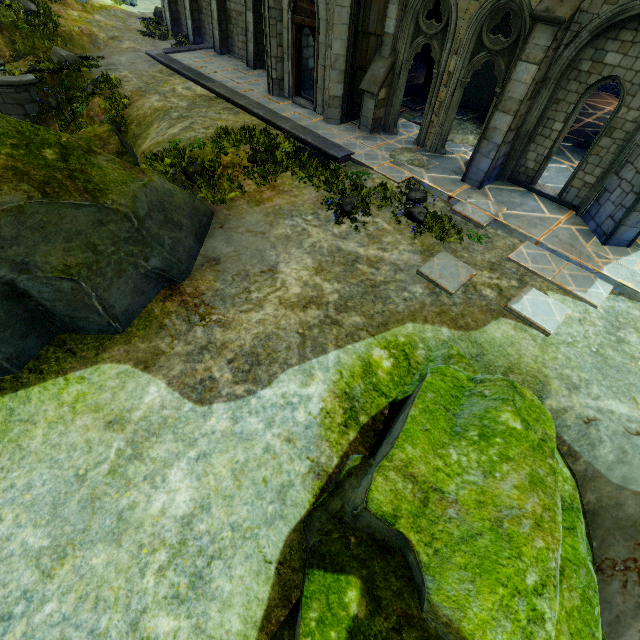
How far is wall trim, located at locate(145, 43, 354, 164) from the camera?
11.2 meters

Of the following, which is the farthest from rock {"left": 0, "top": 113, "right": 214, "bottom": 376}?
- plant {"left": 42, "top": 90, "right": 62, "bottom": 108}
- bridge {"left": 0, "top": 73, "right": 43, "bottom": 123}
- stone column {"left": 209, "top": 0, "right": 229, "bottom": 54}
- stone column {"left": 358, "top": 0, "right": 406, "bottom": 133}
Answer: stone column {"left": 209, "top": 0, "right": 229, "bottom": 54}

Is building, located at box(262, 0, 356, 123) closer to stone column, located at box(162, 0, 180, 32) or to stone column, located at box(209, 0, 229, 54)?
stone column, located at box(209, 0, 229, 54)

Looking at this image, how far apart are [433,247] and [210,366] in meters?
6.2

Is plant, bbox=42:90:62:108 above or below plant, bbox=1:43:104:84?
below

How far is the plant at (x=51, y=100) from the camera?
14.8 meters

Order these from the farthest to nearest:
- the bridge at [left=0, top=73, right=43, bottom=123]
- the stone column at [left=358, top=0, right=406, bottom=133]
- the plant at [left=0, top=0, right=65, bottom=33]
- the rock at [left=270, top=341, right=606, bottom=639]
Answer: the plant at [left=0, top=0, right=65, bottom=33] < the bridge at [left=0, top=73, right=43, bottom=123] < the stone column at [left=358, top=0, right=406, bottom=133] < the rock at [left=270, top=341, right=606, bottom=639]

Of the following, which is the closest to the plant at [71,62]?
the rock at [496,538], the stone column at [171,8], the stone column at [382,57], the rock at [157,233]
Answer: the rock at [157,233]
